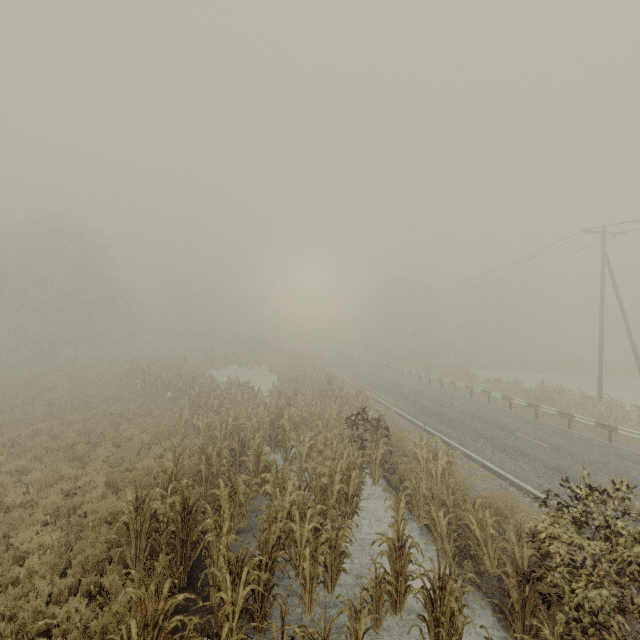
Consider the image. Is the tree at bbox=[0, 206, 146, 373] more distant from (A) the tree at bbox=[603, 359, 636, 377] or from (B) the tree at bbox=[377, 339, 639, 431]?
(A) the tree at bbox=[603, 359, 636, 377]

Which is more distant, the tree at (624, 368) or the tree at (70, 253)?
the tree at (624, 368)

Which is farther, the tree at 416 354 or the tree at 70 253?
the tree at 70 253

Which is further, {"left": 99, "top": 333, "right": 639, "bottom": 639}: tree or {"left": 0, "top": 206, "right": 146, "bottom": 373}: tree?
{"left": 0, "top": 206, "right": 146, "bottom": 373}: tree

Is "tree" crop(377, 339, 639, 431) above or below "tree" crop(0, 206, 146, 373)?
below

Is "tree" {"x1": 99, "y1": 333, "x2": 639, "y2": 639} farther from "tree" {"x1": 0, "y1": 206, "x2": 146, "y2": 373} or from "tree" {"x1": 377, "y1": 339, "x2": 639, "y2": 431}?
"tree" {"x1": 0, "y1": 206, "x2": 146, "y2": 373}

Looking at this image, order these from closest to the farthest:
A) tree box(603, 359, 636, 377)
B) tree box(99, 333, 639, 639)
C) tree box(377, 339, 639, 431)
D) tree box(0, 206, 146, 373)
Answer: tree box(99, 333, 639, 639) → tree box(377, 339, 639, 431) → tree box(0, 206, 146, 373) → tree box(603, 359, 636, 377)

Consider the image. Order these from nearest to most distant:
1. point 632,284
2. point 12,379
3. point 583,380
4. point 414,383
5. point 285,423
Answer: point 285,423 < point 12,379 < point 414,383 < point 583,380 < point 632,284
